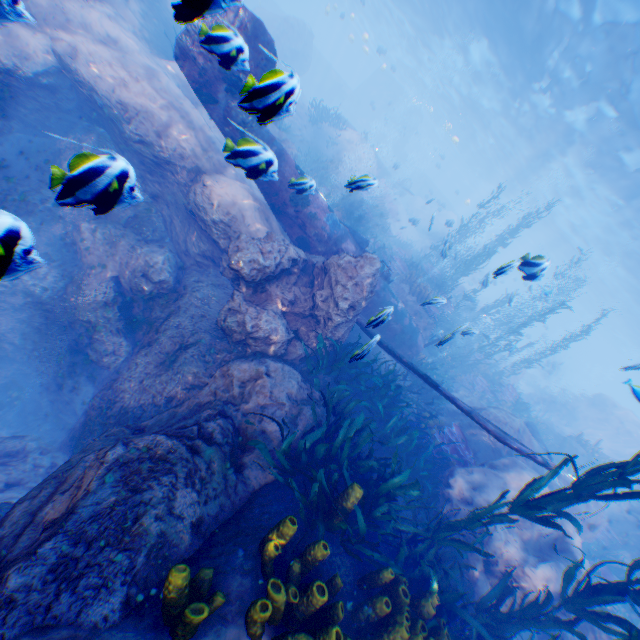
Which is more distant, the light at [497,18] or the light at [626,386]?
the light at [497,18]

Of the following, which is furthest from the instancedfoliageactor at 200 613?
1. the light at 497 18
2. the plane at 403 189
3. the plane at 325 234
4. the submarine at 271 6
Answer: the plane at 403 189

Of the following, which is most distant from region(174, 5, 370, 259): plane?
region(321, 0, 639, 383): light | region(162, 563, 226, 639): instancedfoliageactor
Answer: region(321, 0, 639, 383): light

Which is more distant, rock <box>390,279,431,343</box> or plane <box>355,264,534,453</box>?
rock <box>390,279,431,343</box>

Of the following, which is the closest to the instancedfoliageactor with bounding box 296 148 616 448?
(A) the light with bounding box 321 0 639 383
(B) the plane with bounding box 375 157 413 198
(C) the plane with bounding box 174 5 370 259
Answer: (C) the plane with bounding box 174 5 370 259

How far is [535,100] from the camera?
20.6 meters

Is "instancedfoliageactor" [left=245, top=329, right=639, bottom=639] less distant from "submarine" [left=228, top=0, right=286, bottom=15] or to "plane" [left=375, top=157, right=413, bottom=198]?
"submarine" [left=228, top=0, right=286, bottom=15]
